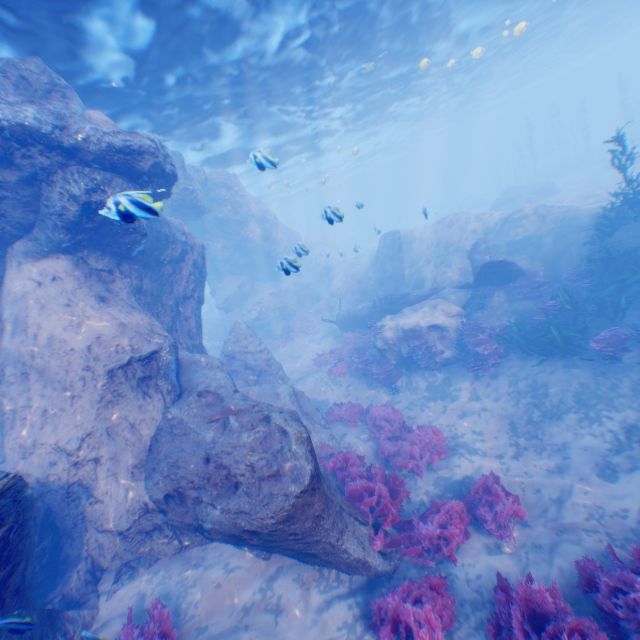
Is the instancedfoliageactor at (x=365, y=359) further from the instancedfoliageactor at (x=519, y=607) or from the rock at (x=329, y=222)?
the instancedfoliageactor at (x=519, y=607)

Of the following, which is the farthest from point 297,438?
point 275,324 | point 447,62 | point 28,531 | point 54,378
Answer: point 447,62

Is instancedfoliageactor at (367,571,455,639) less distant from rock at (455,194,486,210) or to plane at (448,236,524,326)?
plane at (448,236,524,326)

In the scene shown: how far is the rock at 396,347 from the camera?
13.75m

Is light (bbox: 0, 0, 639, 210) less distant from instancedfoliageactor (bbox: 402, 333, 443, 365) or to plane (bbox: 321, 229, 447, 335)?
plane (bbox: 321, 229, 447, 335)

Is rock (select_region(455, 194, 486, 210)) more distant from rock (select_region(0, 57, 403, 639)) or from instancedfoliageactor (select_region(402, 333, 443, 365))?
instancedfoliageactor (select_region(402, 333, 443, 365))

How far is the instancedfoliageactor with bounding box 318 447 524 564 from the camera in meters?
6.3 m

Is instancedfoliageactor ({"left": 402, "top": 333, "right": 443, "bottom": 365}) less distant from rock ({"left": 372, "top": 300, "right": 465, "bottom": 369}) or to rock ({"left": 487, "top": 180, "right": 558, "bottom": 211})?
rock ({"left": 372, "top": 300, "right": 465, "bottom": 369})
